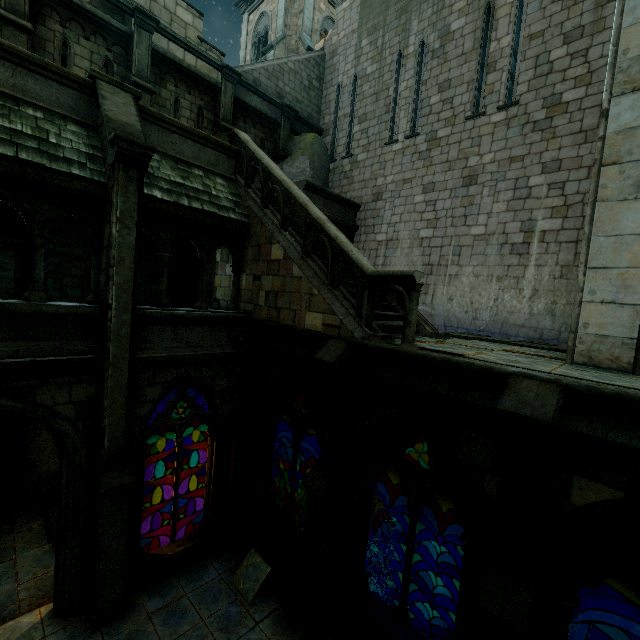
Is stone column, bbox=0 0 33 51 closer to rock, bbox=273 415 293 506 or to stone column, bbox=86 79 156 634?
stone column, bbox=86 79 156 634

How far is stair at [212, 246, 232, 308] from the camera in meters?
9.2 m

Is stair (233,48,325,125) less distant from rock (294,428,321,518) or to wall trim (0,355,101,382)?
rock (294,428,321,518)

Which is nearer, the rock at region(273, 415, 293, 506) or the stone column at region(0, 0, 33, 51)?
the stone column at region(0, 0, 33, 51)

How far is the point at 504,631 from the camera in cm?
399

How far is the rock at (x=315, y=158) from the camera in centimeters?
1330cm

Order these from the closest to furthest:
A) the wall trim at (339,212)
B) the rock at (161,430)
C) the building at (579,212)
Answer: the building at (579,212), the wall trim at (339,212), the rock at (161,430)

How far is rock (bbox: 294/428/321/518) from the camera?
10.0m
